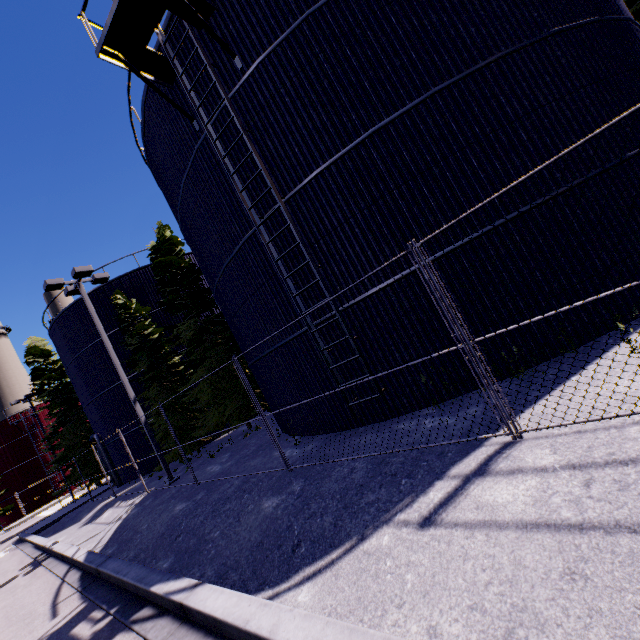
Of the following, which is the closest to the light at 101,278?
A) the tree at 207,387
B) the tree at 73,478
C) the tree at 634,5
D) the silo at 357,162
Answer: the silo at 357,162

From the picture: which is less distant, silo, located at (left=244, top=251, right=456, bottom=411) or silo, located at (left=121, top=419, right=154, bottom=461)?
silo, located at (left=244, top=251, right=456, bottom=411)

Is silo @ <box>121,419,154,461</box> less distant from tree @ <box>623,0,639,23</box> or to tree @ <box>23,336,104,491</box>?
tree @ <box>623,0,639,23</box>

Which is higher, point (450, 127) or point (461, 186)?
point (450, 127)

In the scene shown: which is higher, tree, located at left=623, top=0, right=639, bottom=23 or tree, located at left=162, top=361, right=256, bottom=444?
tree, located at left=623, top=0, right=639, bottom=23

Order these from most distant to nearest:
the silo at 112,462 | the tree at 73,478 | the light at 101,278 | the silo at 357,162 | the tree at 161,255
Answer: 1. the tree at 73,478
2. the silo at 112,462
3. the tree at 161,255
4. the light at 101,278
5. the silo at 357,162

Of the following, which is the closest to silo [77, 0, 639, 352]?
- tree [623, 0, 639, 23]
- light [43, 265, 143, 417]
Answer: tree [623, 0, 639, 23]

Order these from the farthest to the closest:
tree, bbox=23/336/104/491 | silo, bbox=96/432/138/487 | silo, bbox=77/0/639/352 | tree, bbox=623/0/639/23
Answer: tree, bbox=23/336/104/491 < silo, bbox=96/432/138/487 < tree, bbox=623/0/639/23 < silo, bbox=77/0/639/352
